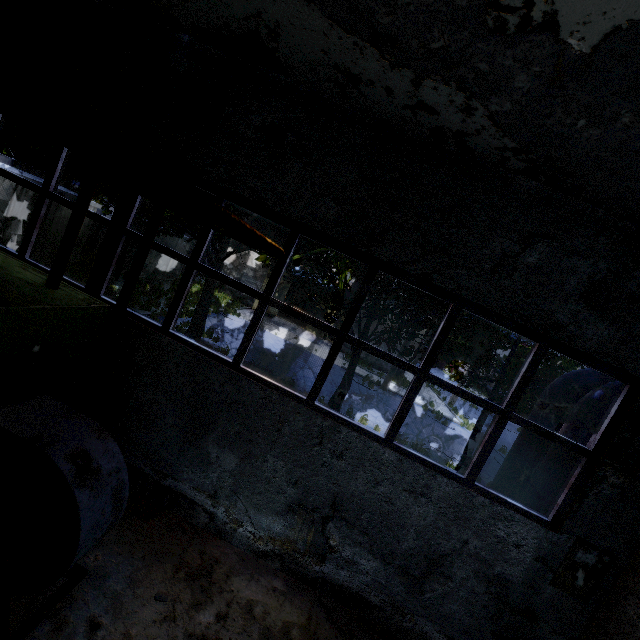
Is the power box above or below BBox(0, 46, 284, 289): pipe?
below

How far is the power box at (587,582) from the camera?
4.5m

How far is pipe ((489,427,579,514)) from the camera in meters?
5.4

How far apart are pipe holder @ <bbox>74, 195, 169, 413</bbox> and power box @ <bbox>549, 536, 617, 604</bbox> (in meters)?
6.77

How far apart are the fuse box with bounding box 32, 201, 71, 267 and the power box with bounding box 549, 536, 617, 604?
17.5 meters

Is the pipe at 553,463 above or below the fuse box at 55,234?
above

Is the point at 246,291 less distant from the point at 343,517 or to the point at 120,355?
the point at 120,355

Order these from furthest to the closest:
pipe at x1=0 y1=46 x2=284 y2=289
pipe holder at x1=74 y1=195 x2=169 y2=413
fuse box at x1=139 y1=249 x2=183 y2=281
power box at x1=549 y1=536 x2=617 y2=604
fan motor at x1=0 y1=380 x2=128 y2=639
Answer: fuse box at x1=139 y1=249 x2=183 y2=281 → power box at x1=549 y1=536 x2=617 y2=604 → pipe holder at x1=74 y1=195 x2=169 y2=413 → fan motor at x1=0 y1=380 x2=128 y2=639 → pipe at x1=0 y1=46 x2=284 y2=289
